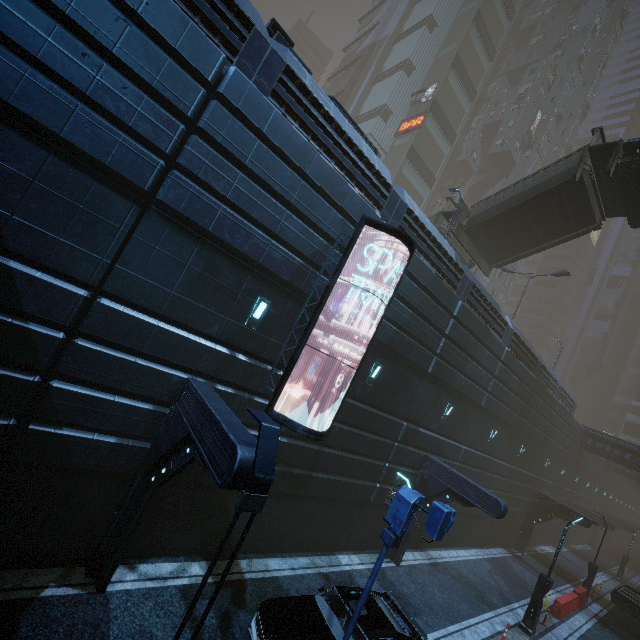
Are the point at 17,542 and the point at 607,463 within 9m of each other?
no

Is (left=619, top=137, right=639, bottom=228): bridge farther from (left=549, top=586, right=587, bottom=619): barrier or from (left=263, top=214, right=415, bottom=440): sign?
(left=549, top=586, right=587, bottom=619): barrier

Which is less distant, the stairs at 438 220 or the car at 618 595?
the car at 618 595

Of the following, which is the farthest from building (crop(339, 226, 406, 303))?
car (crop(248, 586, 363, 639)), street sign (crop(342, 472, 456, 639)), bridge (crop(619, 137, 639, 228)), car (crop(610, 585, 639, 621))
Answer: bridge (crop(619, 137, 639, 228))

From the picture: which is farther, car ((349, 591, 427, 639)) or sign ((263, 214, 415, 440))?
sign ((263, 214, 415, 440))

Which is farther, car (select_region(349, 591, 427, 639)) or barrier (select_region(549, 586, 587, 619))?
barrier (select_region(549, 586, 587, 619))

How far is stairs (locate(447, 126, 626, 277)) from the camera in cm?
1549

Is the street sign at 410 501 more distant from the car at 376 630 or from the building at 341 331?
the building at 341 331
